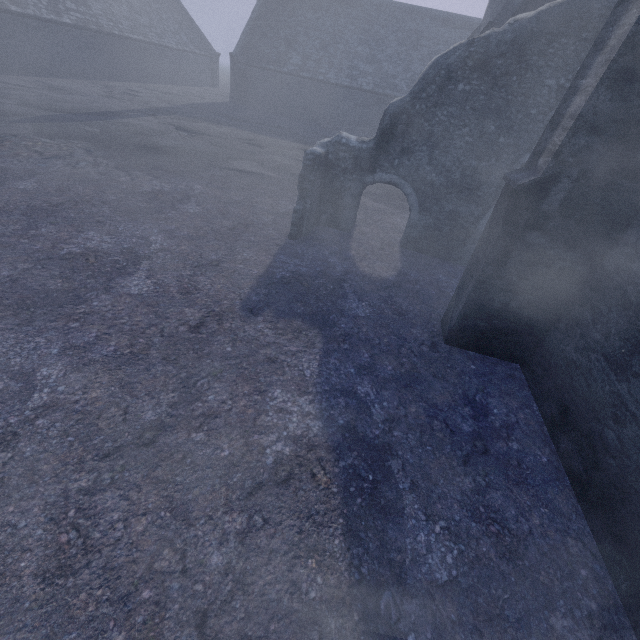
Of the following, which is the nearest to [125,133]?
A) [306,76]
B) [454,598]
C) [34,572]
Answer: [34,572]

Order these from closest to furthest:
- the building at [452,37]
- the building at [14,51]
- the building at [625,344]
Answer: the building at [625,344] < the building at [14,51] < the building at [452,37]

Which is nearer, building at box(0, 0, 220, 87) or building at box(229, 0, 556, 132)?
building at box(0, 0, 220, 87)

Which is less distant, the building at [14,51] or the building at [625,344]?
the building at [625,344]

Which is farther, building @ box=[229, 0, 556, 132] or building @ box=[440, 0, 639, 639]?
building @ box=[229, 0, 556, 132]

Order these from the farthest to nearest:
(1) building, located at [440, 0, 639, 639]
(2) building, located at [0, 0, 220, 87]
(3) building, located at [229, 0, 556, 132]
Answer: (3) building, located at [229, 0, 556, 132], (2) building, located at [0, 0, 220, 87], (1) building, located at [440, 0, 639, 639]
